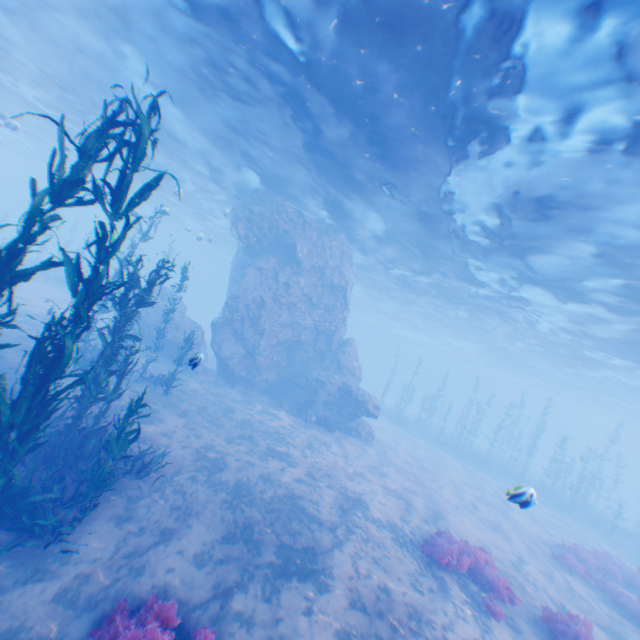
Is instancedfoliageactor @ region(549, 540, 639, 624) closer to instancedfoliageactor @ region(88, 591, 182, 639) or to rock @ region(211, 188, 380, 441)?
rock @ region(211, 188, 380, 441)

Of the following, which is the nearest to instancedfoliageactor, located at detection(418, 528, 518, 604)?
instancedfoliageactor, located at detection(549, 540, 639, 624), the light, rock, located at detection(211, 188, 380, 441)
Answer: rock, located at detection(211, 188, 380, 441)

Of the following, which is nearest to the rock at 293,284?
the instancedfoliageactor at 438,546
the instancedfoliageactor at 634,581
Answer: the instancedfoliageactor at 438,546

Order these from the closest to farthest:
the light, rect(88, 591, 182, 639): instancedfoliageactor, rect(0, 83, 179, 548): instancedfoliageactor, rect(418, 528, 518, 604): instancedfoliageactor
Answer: rect(88, 591, 182, 639): instancedfoliageactor, rect(0, 83, 179, 548): instancedfoliageactor, the light, rect(418, 528, 518, 604): instancedfoliageactor

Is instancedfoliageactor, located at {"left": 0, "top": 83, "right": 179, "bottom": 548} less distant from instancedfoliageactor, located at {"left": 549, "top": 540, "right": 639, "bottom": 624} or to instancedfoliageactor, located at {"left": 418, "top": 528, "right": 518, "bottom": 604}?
instancedfoliageactor, located at {"left": 418, "top": 528, "right": 518, "bottom": 604}

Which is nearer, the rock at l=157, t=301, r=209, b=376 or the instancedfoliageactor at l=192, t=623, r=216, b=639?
the instancedfoliageactor at l=192, t=623, r=216, b=639

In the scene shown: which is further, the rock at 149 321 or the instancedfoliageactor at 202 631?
the rock at 149 321

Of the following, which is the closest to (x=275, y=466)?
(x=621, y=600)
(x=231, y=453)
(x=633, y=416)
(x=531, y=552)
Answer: (x=231, y=453)
